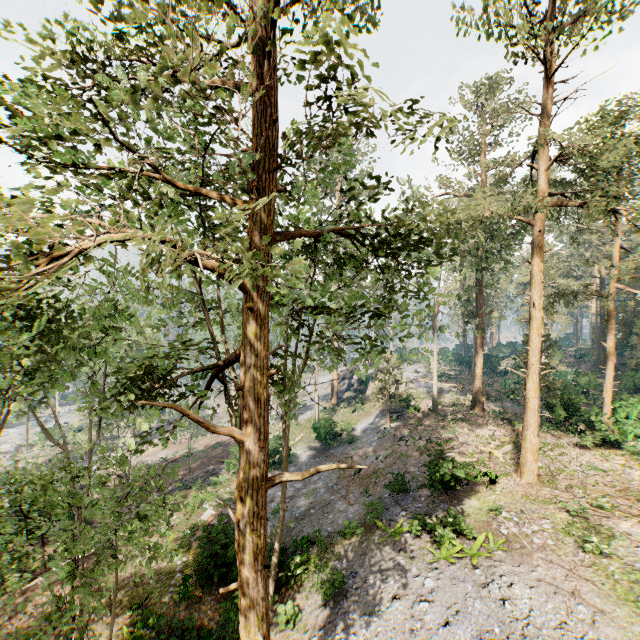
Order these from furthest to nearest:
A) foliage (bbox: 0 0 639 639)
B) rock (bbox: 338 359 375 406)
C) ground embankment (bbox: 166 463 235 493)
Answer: rock (bbox: 338 359 375 406) < ground embankment (bbox: 166 463 235 493) < foliage (bbox: 0 0 639 639)

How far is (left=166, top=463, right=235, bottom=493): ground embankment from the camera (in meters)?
25.90

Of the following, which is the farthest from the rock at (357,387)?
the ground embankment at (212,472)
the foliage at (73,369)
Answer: the ground embankment at (212,472)

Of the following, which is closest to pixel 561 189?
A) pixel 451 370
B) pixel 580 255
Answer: pixel 580 255

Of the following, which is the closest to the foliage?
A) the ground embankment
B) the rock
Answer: the rock

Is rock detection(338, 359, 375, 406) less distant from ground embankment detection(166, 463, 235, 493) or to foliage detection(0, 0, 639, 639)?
foliage detection(0, 0, 639, 639)

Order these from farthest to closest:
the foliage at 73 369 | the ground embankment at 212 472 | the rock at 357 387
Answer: the rock at 357 387 < the ground embankment at 212 472 < the foliage at 73 369

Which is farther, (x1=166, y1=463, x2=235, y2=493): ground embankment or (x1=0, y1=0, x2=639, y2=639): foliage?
(x1=166, y1=463, x2=235, y2=493): ground embankment
